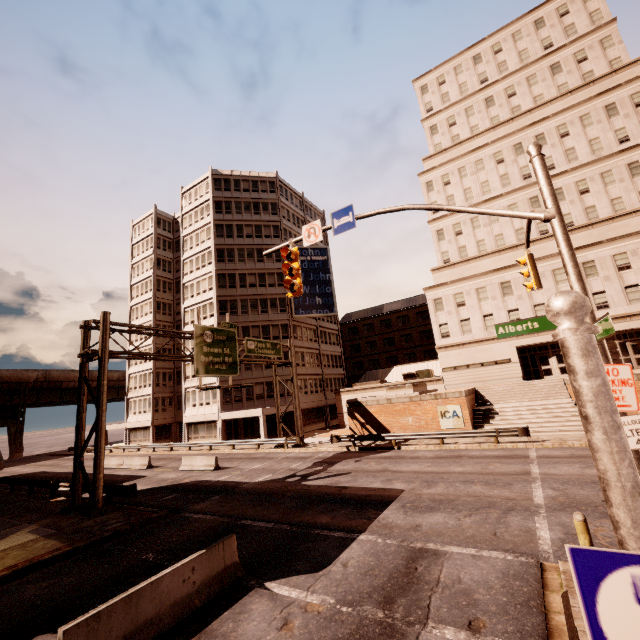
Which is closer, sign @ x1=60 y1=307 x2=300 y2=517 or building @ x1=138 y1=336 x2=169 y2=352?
sign @ x1=60 y1=307 x2=300 y2=517

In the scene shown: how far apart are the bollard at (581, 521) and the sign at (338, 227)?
8.62m

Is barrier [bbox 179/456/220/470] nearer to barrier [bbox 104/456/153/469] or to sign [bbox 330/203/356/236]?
barrier [bbox 104/456/153/469]

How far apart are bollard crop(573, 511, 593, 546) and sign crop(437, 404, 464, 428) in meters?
18.9

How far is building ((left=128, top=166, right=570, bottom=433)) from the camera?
33.5 meters

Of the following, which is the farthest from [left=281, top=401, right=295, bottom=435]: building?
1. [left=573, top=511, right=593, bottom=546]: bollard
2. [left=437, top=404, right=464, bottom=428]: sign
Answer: [left=573, top=511, right=593, bottom=546]: bollard

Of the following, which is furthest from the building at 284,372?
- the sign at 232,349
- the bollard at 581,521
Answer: the bollard at 581,521

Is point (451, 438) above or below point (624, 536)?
below
